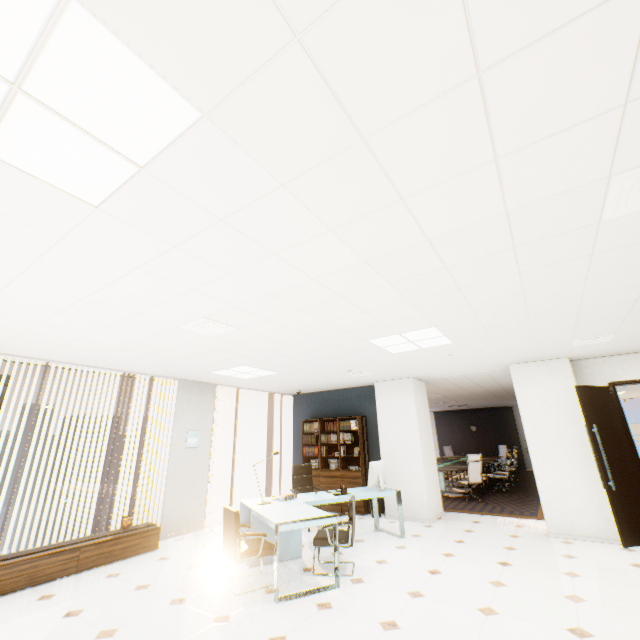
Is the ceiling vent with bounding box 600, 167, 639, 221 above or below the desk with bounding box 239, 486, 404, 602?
above

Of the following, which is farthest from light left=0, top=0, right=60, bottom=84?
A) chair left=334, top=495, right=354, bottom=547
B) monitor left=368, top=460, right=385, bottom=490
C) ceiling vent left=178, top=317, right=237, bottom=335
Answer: monitor left=368, top=460, right=385, bottom=490

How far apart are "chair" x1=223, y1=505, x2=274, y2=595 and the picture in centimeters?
284cm

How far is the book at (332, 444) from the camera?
7.82m

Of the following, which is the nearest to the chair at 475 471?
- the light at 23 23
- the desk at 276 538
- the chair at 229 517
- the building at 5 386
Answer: the desk at 276 538

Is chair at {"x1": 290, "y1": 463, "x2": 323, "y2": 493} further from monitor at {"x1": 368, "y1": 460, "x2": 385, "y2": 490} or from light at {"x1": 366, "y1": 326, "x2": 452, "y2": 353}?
light at {"x1": 366, "y1": 326, "x2": 452, "y2": 353}

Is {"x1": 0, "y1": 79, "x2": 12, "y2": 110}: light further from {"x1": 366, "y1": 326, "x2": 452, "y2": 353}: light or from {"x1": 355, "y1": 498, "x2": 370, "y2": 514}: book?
{"x1": 355, "y1": 498, "x2": 370, "y2": 514}: book

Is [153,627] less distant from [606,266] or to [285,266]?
[285,266]
